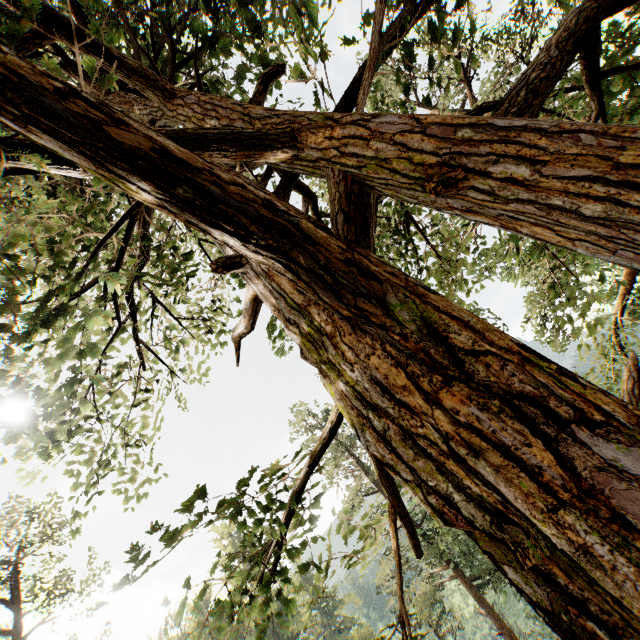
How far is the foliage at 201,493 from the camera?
1.9 meters

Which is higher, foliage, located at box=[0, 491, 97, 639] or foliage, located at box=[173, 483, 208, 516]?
foliage, located at box=[0, 491, 97, 639]

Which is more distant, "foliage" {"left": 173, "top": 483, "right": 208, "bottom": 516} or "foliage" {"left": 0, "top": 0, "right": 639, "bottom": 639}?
"foliage" {"left": 173, "top": 483, "right": 208, "bottom": 516}

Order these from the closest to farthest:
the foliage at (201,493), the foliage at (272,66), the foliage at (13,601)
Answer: the foliage at (272,66) → the foliage at (201,493) → the foliage at (13,601)

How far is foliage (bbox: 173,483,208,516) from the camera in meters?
1.9 m

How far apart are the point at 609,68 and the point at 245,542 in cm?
436
